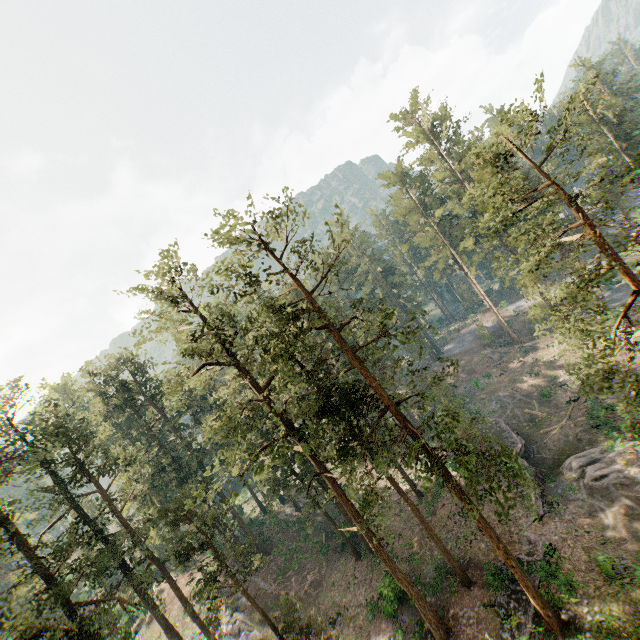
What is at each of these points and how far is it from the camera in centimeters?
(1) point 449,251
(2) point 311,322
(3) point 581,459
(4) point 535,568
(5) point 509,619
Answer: (1) foliage, 5181cm
(2) foliage, 1523cm
(3) foliage, 2864cm
(4) ground embankment, 2158cm
(5) ground embankment, 1966cm

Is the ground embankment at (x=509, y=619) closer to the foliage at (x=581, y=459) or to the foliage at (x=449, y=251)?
the foliage at (x=449, y=251)

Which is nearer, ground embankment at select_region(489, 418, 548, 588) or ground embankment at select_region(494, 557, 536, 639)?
ground embankment at select_region(494, 557, 536, 639)

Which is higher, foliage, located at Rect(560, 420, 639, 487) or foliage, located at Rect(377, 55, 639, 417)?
foliage, located at Rect(377, 55, 639, 417)

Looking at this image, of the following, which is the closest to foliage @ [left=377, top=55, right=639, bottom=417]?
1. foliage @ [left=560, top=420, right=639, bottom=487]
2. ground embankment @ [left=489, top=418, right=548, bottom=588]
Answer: ground embankment @ [left=489, top=418, right=548, bottom=588]

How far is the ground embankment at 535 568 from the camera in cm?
2189

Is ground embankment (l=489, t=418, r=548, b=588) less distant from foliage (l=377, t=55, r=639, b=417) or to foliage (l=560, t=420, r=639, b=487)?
foliage (l=377, t=55, r=639, b=417)

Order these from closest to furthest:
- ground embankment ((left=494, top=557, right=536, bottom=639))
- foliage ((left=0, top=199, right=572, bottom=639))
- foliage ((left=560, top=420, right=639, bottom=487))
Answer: foliage ((left=0, top=199, right=572, bottom=639)) → foliage ((left=560, top=420, right=639, bottom=487)) → ground embankment ((left=494, top=557, right=536, bottom=639))
